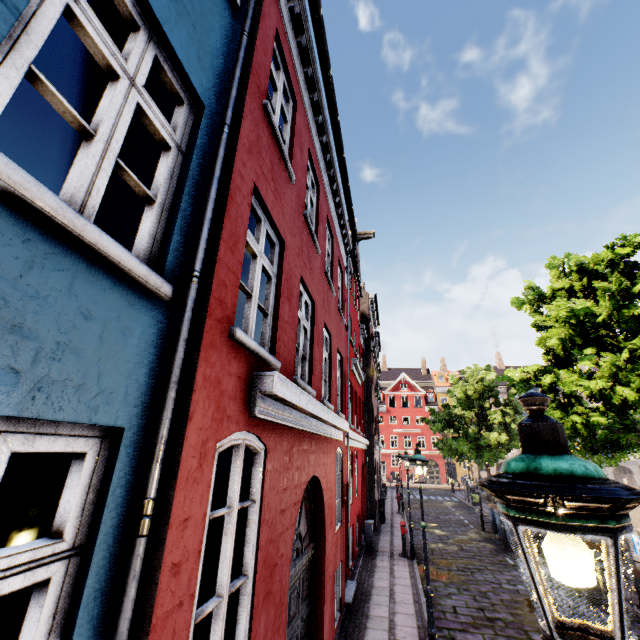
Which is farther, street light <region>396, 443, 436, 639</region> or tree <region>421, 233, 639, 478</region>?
tree <region>421, 233, 639, 478</region>

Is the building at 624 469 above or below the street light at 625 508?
below

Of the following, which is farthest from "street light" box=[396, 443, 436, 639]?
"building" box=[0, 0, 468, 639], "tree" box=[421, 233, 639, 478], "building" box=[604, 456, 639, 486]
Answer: "building" box=[604, 456, 639, 486]

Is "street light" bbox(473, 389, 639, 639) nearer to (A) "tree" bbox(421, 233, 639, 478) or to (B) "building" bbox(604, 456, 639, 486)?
(A) "tree" bbox(421, 233, 639, 478)

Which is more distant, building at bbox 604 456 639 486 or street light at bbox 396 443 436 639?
building at bbox 604 456 639 486

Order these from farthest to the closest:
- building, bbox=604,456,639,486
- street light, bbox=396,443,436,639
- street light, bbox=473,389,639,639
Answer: building, bbox=604,456,639,486
street light, bbox=396,443,436,639
street light, bbox=473,389,639,639

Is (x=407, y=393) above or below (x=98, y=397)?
above

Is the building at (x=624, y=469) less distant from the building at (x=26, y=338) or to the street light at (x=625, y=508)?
the building at (x=26, y=338)
